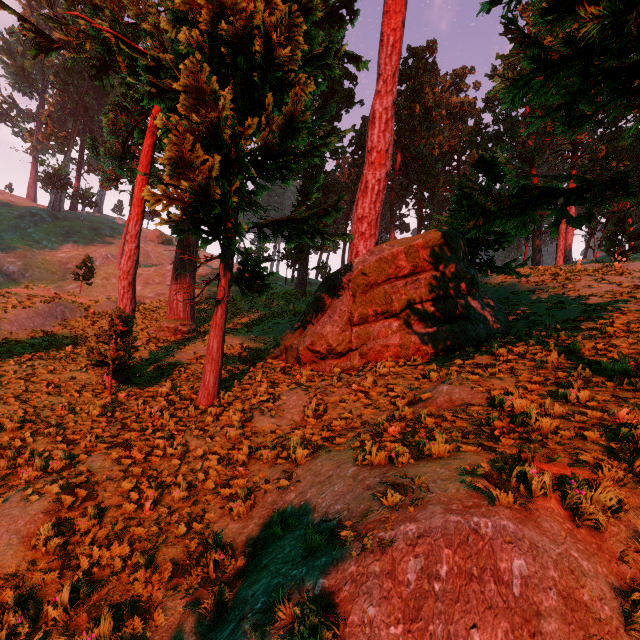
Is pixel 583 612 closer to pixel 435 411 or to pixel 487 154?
pixel 435 411
